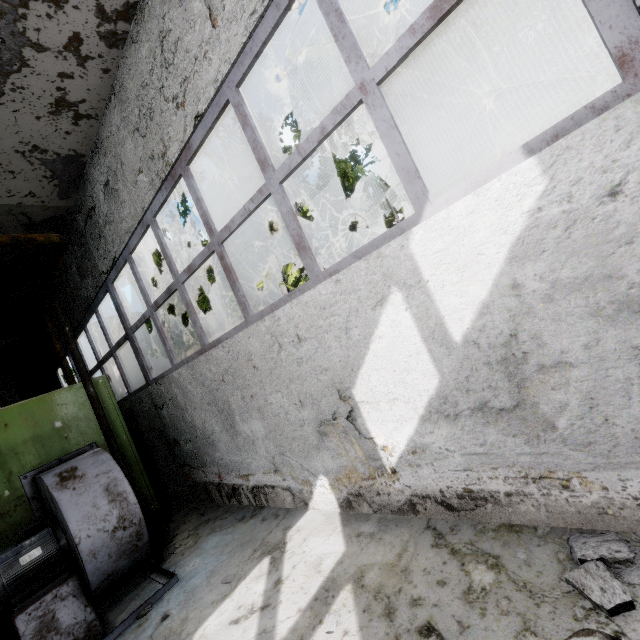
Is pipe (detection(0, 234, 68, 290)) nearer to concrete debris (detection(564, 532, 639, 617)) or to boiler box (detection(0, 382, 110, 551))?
concrete debris (detection(564, 532, 639, 617))

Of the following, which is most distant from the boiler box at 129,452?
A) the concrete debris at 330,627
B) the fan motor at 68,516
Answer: the concrete debris at 330,627

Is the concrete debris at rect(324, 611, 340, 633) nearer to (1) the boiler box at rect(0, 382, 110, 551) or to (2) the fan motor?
(2) the fan motor

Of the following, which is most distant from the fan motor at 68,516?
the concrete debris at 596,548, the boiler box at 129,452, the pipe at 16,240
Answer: the concrete debris at 596,548

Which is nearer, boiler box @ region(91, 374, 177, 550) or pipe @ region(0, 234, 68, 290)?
pipe @ region(0, 234, 68, 290)

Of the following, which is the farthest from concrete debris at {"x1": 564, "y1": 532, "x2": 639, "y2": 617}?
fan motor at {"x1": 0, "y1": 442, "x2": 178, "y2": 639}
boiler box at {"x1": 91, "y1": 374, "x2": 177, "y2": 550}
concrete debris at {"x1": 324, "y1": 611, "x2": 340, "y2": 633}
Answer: boiler box at {"x1": 91, "y1": 374, "x2": 177, "y2": 550}

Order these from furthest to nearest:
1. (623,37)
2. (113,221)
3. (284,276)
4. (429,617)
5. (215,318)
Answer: (215,318) < (284,276) < (113,221) < (429,617) < (623,37)

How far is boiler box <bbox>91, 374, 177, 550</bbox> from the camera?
5.2m
